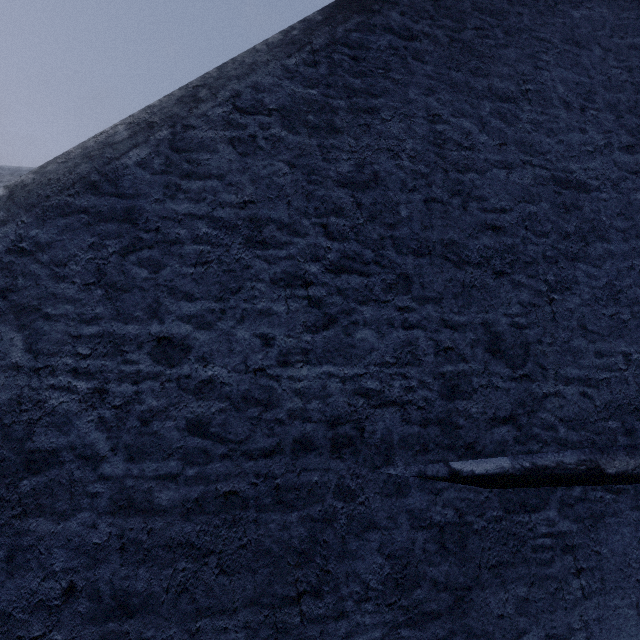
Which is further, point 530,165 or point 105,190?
point 530,165
